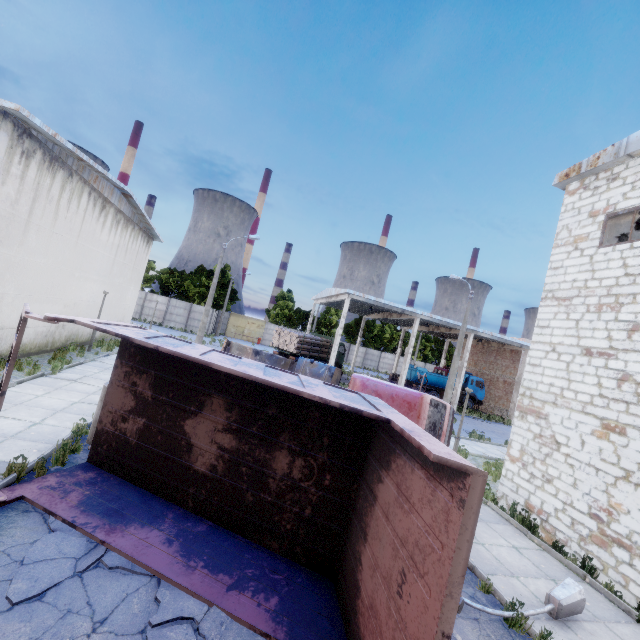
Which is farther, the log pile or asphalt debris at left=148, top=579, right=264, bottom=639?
the log pile

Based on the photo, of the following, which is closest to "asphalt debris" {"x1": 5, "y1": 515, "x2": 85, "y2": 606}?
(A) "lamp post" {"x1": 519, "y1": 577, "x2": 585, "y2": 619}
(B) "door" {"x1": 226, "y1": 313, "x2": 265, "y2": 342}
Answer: (A) "lamp post" {"x1": 519, "y1": 577, "x2": 585, "y2": 619}

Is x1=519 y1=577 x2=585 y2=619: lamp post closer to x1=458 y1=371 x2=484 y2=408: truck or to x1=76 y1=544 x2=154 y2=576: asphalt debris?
x1=76 y1=544 x2=154 y2=576: asphalt debris

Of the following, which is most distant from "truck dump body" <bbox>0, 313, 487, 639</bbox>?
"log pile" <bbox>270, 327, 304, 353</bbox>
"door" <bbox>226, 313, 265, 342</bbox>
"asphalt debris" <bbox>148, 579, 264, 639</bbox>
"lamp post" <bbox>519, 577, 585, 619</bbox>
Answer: "door" <bbox>226, 313, 265, 342</bbox>

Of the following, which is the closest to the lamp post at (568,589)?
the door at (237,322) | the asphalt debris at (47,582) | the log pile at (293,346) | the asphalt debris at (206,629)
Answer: the asphalt debris at (206,629)

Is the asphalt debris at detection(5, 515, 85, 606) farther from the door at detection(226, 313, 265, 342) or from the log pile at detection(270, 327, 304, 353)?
the door at detection(226, 313, 265, 342)

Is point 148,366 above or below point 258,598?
above

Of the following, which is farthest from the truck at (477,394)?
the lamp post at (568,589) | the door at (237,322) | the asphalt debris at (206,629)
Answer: the asphalt debris at (206,629)
